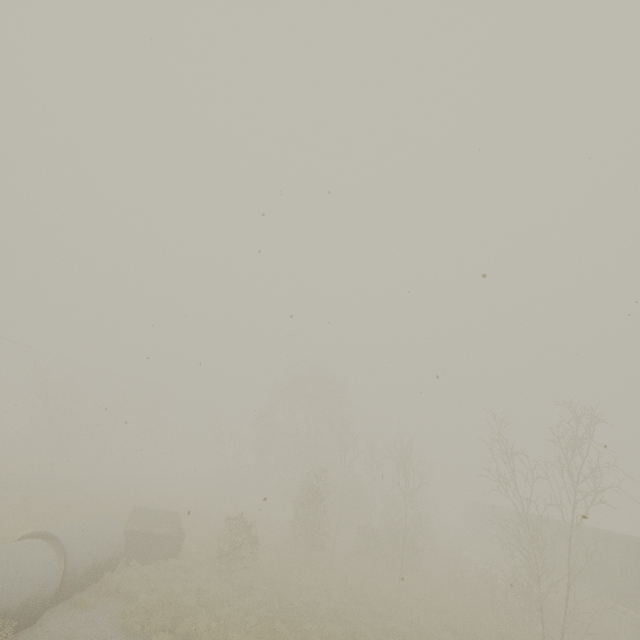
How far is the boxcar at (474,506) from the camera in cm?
3641

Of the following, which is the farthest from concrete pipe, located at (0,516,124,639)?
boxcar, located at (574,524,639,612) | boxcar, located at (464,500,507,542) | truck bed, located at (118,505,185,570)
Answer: boxcar, located at (464,500,507,542)

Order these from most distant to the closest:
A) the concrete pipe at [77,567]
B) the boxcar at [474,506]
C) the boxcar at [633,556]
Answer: the boxcar at [474,506]
the boxcar at [633,556]
the concrete pipe at [77,567]

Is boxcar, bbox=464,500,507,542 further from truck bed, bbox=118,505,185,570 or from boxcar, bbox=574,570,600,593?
truck bed, bbox=118,505,185,570

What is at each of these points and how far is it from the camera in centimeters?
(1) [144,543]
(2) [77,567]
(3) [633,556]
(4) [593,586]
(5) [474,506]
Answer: (1) truck bed, 1537cm
(2) concrete pipe, 1108cm
(3) boxcar, 1934cm
(4) boxcar, 2197cm
(5) boxcar, 4319cm

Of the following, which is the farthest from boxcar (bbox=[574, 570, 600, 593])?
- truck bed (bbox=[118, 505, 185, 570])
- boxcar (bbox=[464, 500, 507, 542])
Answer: truck bed (bbox=[118, 505, 185, 570])

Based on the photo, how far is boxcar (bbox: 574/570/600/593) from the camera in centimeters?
2161cm

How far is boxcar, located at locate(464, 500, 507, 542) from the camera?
36.4 meters
